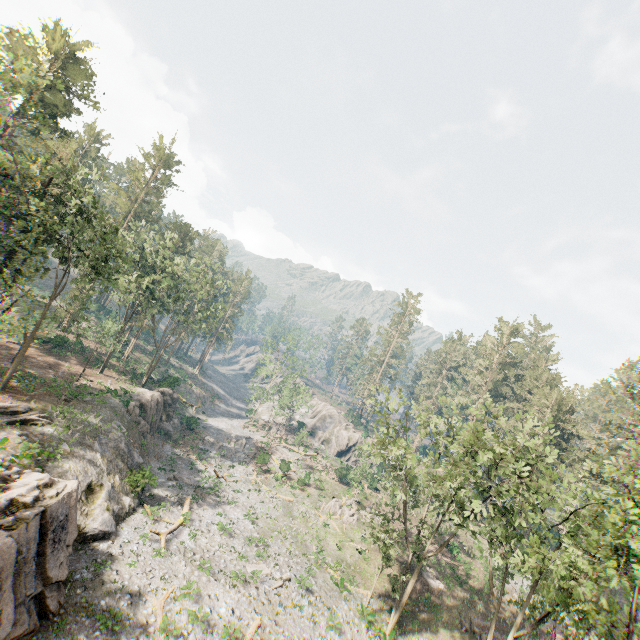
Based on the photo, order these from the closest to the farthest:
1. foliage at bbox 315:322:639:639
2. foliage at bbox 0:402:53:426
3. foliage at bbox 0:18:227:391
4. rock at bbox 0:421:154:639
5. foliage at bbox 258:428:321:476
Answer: rock at bbox 0:421:154:639 < foliage at bbox 315:322:639:639 < foliage at bbox 0:402:53:426 < foliage at bbox 0:18:227:391 < foliage at bbox 258:428:321:476

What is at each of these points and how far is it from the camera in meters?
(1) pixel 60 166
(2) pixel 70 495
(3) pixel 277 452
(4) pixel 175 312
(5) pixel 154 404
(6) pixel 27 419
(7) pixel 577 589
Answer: (1) foliage, 27.2
(2) rock, 18.3
(3) foliage, 51.7
(4) foliage, 46.4
(5) rock, 38.8
(6) foliage, 23.0
(7) foliage, 13.2

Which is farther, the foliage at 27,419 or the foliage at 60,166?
the foliage at 60,166

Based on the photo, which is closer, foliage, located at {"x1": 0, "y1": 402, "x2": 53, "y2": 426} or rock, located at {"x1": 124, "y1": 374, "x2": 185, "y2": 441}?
foliage, located at {"x1": 0, "y1": 402, "x2": 53, "y2": 426}

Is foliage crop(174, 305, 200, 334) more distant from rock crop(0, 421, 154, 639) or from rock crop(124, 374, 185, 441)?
rock crop(124, 374, 185, 441)

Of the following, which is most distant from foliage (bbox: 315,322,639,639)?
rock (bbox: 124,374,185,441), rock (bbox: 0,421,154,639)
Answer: rock (bbox: 124,374,185,441)

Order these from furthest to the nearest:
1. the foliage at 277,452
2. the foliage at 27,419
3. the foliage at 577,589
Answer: the foliage at 277,452
the foliage at 27,419
the foliage at 577,589
